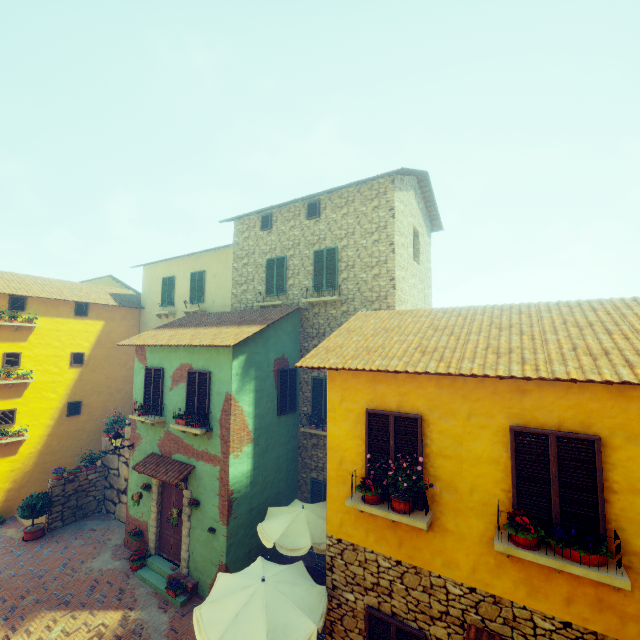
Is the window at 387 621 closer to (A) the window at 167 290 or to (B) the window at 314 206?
(B) the window at 314 206

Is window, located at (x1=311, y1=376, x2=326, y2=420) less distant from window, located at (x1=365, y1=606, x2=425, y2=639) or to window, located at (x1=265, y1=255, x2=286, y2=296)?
window, located at (x1=265, y1=255, x2=286, y2=296)

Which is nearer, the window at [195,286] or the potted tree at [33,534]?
the potted tree at [33,534]

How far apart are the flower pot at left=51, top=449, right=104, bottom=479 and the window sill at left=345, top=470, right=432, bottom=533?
13.7 meters

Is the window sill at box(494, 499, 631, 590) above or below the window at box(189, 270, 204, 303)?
below

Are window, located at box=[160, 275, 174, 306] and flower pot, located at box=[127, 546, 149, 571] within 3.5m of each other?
no

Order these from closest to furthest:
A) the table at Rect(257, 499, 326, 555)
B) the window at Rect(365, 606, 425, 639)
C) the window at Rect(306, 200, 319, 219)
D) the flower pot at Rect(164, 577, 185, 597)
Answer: the window at Rect(365, 606, 425, 639) < the table at Rect(257, 499, 326, 555) < the flower pot at Rect(164, 577, 185, 597) < the window at Rect(306, 200, 319, 219)

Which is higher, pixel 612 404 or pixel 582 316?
pixel 582 316
